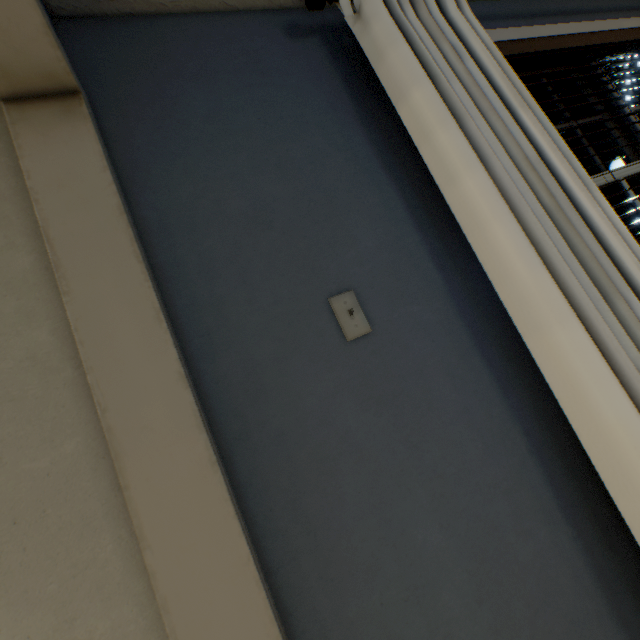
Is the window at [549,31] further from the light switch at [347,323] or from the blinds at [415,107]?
the light switch at [347,323]

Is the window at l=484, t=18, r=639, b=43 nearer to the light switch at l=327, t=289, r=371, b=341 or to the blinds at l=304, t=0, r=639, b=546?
the blinds at l=304, t=0, r=639, b=546

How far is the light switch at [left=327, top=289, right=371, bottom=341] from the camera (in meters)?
0.86

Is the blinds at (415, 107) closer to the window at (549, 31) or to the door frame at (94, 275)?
the window at (549, 31)

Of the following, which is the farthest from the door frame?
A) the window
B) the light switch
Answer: the window

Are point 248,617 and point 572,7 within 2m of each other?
no

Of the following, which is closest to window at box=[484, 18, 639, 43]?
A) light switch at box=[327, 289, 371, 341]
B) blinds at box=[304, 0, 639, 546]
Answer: blinds at box=[304, 0, 639, 546]

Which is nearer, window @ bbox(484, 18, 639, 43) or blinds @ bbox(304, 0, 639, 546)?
blinds @ bbox(304, 0, 639, 546)
